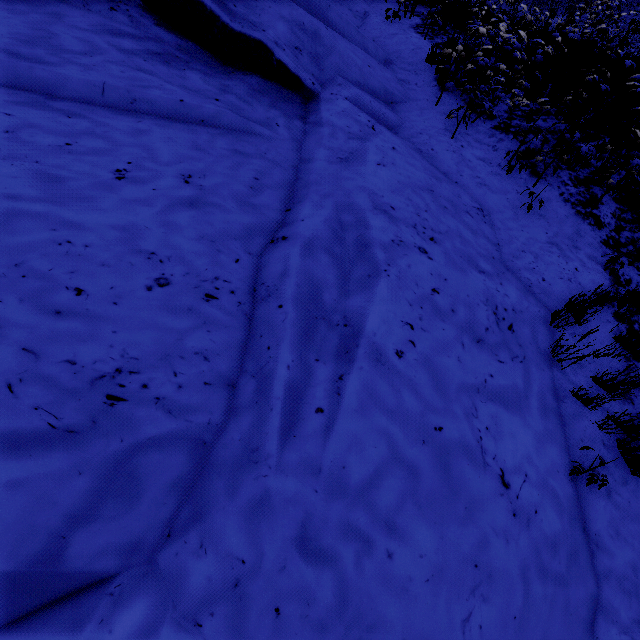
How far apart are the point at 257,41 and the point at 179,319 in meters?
5.3 m
